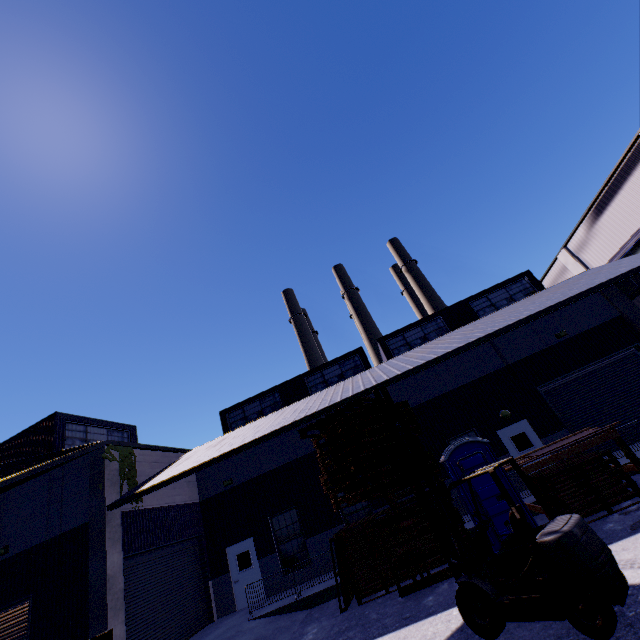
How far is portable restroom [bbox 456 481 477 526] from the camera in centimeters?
954cm

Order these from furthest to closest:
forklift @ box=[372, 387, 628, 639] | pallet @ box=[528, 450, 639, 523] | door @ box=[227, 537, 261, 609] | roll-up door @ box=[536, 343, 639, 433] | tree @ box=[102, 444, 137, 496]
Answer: door @ box=[227, 537, 261, 609]
roll-up door @ box=[536, 343, 639, 433]
tree @ box=[102, 444, 137, 496]
pallet @ box=[528, 450, 639, 523]
forklift @ box=[372, 387, 628, 639]

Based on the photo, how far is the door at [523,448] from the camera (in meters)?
14.48

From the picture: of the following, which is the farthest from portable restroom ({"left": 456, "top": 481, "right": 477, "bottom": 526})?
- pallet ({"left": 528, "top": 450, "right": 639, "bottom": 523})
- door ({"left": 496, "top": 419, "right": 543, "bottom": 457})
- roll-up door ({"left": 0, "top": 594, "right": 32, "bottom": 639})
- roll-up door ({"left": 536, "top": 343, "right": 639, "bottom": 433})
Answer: roll-up door ({"left": 0, "top": 594, "right": 32, "bottom": 639})

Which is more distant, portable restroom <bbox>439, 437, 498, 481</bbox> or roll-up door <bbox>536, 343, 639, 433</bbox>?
roll-up door <bbox>536, 343, 639, 433</bbox>

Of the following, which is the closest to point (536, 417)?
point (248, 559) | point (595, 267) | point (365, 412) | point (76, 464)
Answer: point (595, 267)

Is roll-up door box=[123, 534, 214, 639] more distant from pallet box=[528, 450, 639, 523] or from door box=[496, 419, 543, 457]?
door box=[496, 419, 543, 457]

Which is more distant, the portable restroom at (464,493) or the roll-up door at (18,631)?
the roll-up door at (18,631)
